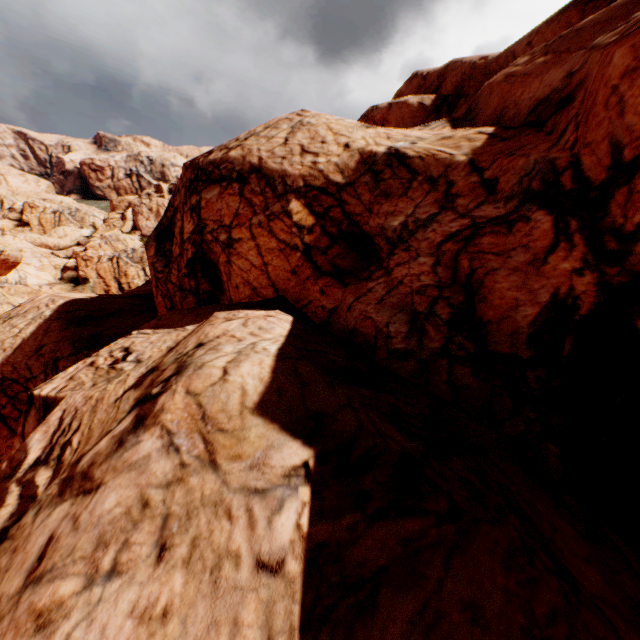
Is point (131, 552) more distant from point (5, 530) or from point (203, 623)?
point (5, 530)
